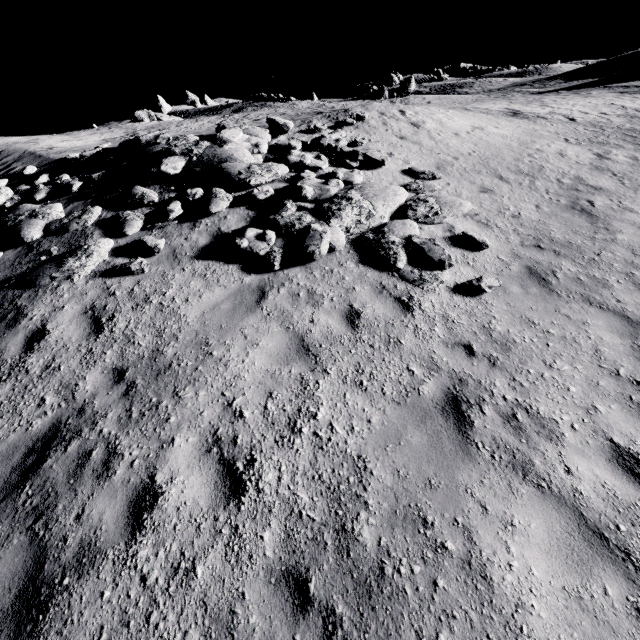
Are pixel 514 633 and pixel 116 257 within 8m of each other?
no

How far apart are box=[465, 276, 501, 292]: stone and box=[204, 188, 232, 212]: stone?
6.2m

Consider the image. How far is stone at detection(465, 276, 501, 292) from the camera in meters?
6.4

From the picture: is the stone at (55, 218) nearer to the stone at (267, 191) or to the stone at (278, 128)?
the stone at (267, 191)

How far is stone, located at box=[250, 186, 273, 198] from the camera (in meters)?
8.68

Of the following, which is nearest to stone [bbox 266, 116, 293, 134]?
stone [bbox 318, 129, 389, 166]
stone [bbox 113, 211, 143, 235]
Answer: stone [bbox 318, 129, 389, 166]

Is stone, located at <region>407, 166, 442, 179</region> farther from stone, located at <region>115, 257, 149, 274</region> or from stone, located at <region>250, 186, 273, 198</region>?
stone, located at <region>115, 257, 149, 274</region>

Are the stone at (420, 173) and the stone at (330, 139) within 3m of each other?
yes
